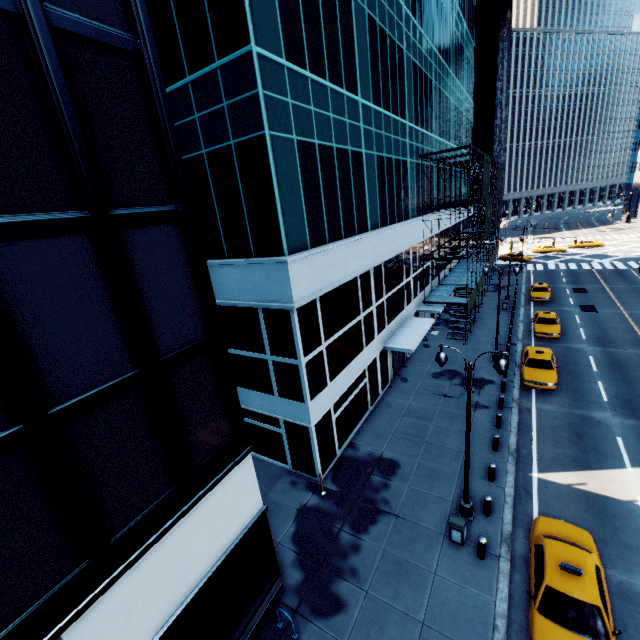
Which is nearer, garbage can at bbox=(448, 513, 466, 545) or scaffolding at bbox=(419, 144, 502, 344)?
garbage can at bbox=(448, 513, 466, 545)

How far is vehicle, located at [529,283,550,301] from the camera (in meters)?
35.09

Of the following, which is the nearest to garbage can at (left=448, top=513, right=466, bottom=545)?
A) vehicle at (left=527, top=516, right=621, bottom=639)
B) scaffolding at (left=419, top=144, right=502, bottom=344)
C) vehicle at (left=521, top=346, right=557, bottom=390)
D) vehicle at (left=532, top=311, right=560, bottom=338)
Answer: vehicle at (left=527, top=516, right=621, bottom=639)

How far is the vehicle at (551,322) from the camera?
26.6m

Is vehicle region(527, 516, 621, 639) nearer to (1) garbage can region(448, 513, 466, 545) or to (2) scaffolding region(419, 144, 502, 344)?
(1) garbage can region(448, 513, 466, 545)

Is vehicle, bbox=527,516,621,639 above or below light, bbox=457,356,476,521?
above

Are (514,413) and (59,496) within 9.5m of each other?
no

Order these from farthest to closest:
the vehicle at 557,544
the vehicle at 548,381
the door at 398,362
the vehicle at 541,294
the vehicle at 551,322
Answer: the vehicle at 541,294 < the vehicle at 551,322 < the door at 398,362 < the vehicle at 548,381 < the vehicle at 557,544
